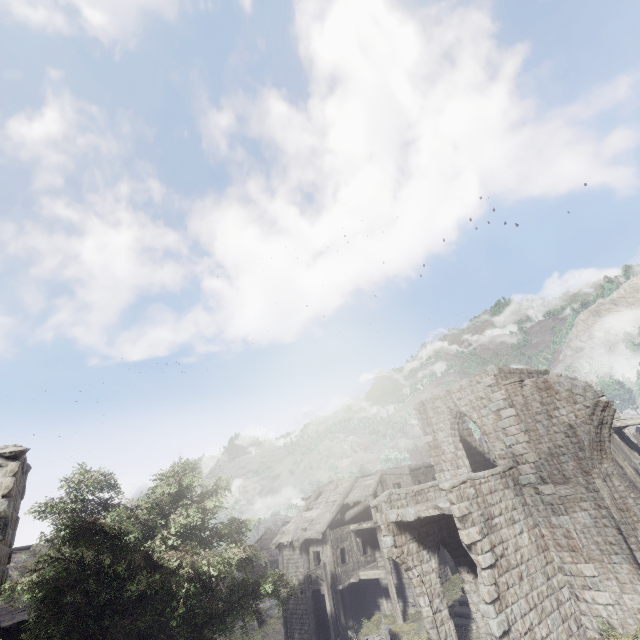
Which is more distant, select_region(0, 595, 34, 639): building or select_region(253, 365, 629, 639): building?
select_region(0, 595, 34, 639): building

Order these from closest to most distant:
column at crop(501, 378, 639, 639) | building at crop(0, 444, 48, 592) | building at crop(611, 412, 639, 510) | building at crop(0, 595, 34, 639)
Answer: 1. building at crop(0, 444, 48, 592)
2. column at crop(501, 378, 639, 639)
3. building at crop(0, 595, 34, 639)
4. building at crop(611, 412, 639, 510)

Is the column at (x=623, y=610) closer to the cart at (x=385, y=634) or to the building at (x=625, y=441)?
the building at (x=625, y=441)

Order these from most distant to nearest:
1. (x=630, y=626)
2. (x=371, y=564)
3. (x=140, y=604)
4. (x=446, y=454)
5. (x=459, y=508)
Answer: (x=371, y=564), (x=446, y=454), (x=459, y=508), (x=630, y=626), (x=140, y=604)

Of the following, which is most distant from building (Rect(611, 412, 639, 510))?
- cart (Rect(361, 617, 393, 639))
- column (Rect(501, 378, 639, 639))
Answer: cart (Rect(361, 617, 393, 639))

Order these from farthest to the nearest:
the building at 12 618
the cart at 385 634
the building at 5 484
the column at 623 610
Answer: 1. the cart at 385 634
2. the building at 12 618
3. the column at 623 610
4. the building at 5 484
